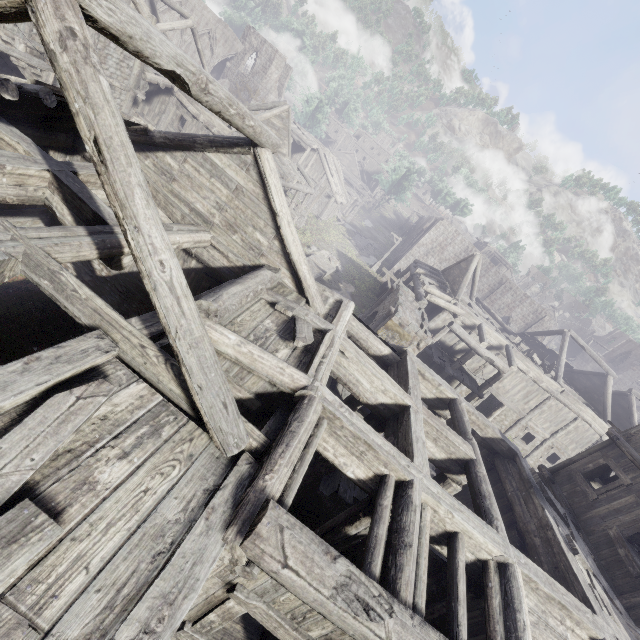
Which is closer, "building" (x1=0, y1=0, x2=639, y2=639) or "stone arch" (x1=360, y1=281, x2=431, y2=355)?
"building" (x1=0, y1=0, x2=639, y2=639)

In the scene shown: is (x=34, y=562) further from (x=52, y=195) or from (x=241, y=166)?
(x=241, y=166)

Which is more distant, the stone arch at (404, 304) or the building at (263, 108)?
the stone arch at (404, 304)

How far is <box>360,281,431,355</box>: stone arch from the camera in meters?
14.5

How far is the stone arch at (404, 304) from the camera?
14.46m
